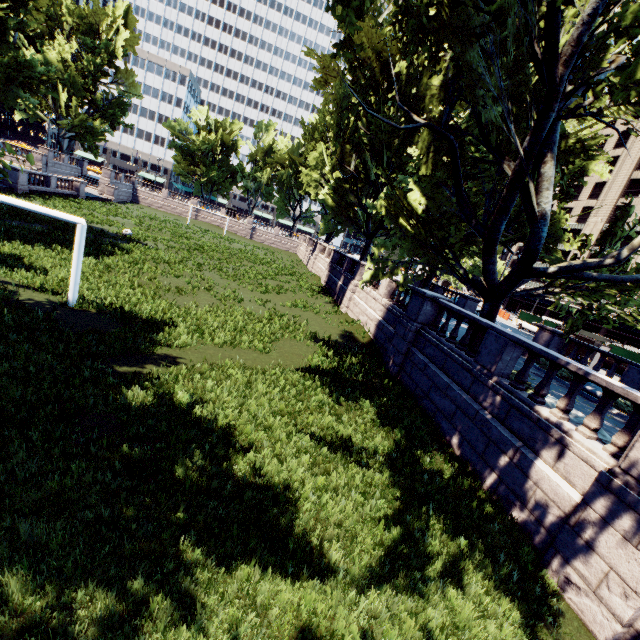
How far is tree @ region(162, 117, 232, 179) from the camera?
57.7 meters

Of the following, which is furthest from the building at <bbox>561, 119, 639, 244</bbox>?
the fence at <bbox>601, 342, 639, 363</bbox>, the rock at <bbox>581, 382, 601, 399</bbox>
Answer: the rock at <bbox>581, 382, 601, 399</bbox>

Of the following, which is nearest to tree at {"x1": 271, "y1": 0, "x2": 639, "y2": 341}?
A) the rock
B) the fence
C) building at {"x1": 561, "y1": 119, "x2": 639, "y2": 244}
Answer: the rock

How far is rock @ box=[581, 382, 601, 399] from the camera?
14.8 meters

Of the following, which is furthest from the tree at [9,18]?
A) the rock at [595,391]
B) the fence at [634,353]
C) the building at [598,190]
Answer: the fence at [634,353]

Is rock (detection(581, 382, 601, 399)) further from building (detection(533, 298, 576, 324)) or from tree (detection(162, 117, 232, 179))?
building (detection(533, 298, 576, 324))

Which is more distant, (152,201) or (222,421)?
(152,201)

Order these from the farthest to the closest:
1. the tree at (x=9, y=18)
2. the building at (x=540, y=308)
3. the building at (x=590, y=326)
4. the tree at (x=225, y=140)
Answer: the tree at (x=225, y=140)
the building at (x=540, y=308)
the building at (x=590, y=326)
the tree at (x=9, y=18)
